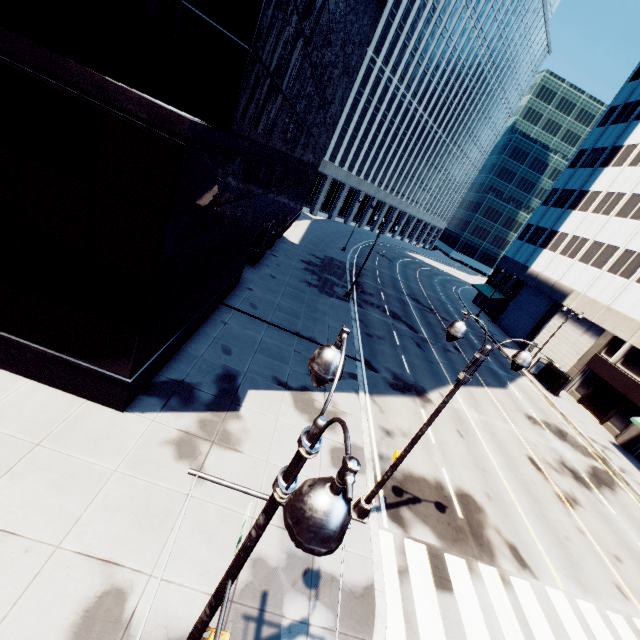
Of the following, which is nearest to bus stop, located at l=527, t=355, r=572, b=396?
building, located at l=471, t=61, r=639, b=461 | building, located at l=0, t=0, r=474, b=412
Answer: building, located at l=471, t=61, r=639, b=461

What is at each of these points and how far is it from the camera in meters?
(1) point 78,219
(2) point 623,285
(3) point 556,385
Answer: (1) building, 7.5
(2) building, 31.3
(3) bus stop, 29.4

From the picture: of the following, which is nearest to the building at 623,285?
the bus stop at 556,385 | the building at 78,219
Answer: the bus stop at 556,385

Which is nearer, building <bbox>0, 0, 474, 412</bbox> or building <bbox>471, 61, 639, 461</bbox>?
building <bbox>0, 0, 474, 412</bbox>

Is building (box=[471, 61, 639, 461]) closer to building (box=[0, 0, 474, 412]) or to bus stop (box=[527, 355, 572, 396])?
bus stop (box=[527, 355, 572, 396])

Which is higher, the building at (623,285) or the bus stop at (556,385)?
the building at (623,285)

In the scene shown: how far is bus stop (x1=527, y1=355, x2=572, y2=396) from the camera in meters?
29.3 m
